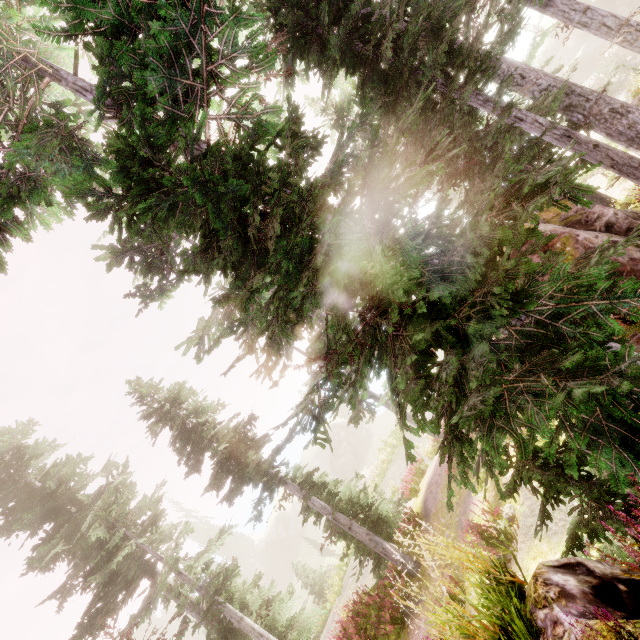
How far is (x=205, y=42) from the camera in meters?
4.8

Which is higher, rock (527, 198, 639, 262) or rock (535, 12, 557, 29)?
rock (535, 12, 557, 29)

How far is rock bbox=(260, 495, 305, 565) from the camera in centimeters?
5303cm

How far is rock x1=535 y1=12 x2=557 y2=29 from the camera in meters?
43.5

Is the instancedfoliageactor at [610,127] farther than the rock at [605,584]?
Yes

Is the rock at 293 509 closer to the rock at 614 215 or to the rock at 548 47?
the rock at 614 215

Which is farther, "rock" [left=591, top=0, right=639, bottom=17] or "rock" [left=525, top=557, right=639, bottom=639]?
"rock" [left=591, top=0, right=639, bottom=17]

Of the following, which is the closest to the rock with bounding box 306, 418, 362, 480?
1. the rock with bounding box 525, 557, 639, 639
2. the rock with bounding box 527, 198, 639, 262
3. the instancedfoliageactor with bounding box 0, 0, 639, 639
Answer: the instancedfoliageactor with bounding box 0, 0, 639, 639
